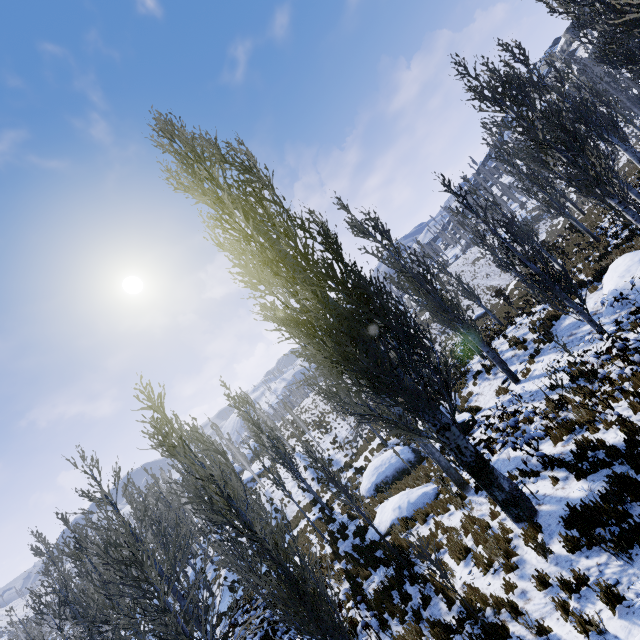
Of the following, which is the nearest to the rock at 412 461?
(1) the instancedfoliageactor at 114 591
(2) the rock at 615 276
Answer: (1) the instancedfoliageactor at 114 591

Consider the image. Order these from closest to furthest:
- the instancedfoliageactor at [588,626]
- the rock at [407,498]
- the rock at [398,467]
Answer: the instancedfoliageactor at [588,626] < the rock at [407,498] < the rock at [398,467]

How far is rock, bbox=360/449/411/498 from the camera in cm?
1733

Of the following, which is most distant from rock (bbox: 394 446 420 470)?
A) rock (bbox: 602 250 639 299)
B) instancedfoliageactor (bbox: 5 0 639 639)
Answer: rock (bbox: 602 250 639 299)

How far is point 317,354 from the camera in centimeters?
748cm

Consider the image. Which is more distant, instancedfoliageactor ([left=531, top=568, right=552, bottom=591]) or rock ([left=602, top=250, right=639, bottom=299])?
rock ([left=602, top=250, right=639, bottom=299])

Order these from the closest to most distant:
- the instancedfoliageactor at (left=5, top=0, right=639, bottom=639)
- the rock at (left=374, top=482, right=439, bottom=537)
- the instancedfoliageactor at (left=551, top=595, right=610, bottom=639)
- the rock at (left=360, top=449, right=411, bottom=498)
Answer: the instancedfoliageactor at (left=551, top=595, right=610, bottom=639), the instancedfoliageactor at (left=5, top=0, right=639, bottom=639), the rock at (left=374, top=482, right=439, bottom=537), the rock at (left=360, top=449, right=411, bottom=498)
